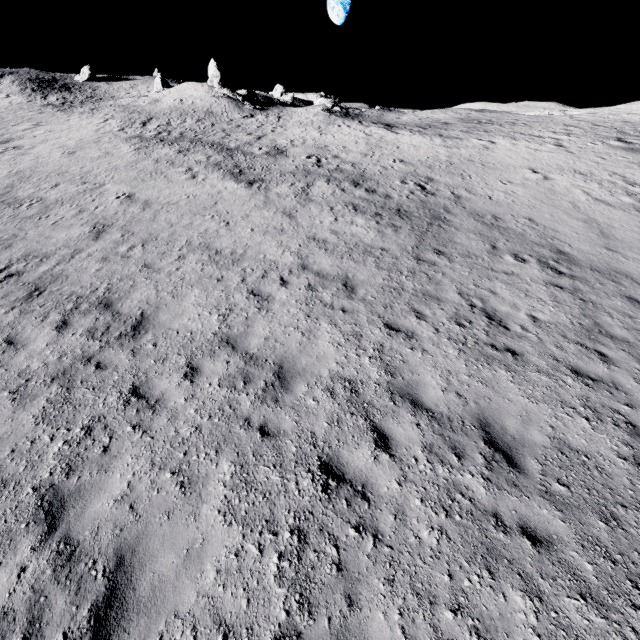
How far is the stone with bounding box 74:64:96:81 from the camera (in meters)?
54.38

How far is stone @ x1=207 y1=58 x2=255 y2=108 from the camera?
39.13m

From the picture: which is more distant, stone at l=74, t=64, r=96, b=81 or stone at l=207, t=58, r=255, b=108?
stone at l=74, t=64, r=96, b=81

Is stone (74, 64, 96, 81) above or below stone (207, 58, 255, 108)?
above

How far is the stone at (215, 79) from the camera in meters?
39.1 m

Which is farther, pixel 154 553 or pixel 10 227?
pixel 10 227

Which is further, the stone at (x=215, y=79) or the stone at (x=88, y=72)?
the stone at (x=88, y=72)
